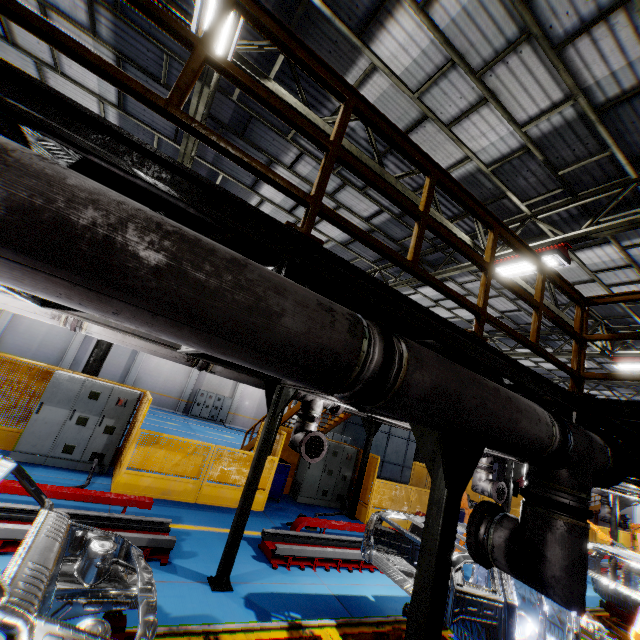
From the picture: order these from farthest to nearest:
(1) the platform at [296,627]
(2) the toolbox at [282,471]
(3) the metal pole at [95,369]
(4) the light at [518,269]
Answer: (2) the toolbox at [282,471] → (3) the metal pole at [95,369] → (4) the light at [518,269] → (1) the platform at [296,627]

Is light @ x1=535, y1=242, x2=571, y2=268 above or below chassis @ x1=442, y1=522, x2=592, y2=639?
above

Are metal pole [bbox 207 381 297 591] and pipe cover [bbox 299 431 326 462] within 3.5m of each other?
yes

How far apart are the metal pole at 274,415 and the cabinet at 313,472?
6.0m

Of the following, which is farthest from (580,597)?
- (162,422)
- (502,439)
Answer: (162,422)

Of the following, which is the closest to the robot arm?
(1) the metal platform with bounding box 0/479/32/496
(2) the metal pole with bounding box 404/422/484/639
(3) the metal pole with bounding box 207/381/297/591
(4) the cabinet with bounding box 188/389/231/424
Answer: (3) the metal pole with bounding box 207/381/297/591

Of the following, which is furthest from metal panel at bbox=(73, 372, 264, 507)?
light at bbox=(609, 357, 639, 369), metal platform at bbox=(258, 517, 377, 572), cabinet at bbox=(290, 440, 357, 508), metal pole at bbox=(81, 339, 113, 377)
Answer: light at bbox=(609, 357, 639, 369)

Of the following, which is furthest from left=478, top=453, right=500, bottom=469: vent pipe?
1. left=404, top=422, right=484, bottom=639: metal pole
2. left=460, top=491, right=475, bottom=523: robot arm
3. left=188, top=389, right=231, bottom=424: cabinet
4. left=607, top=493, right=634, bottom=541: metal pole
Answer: left=188, top=389, right=231, bottom=424: cabinet
